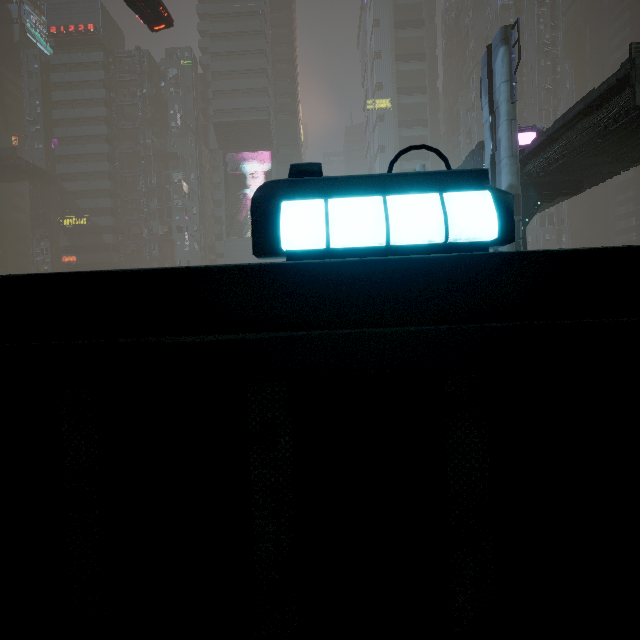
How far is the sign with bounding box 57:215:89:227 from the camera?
53.2m

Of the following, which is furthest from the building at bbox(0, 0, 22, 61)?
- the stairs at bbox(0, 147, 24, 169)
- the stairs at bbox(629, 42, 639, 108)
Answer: the stairs at bbox(629, 42, 639, 108)

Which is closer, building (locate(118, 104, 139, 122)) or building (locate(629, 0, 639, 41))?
building (locate(118, 104, 139, 122))

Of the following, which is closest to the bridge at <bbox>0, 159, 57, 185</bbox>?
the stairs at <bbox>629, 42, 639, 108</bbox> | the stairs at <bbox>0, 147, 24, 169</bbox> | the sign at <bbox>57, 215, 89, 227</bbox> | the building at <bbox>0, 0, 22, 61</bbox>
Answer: the stairs at <bbox>0, 147, 24, 169</bbox>

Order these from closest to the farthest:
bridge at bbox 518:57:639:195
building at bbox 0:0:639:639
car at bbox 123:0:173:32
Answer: building at bbox 0:0:639:639, bridge at bbox 518:57:639:195, car at bbox 123:0:173:32

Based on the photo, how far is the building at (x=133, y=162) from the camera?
56.09m

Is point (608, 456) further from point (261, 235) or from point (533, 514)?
point (261, 235)
